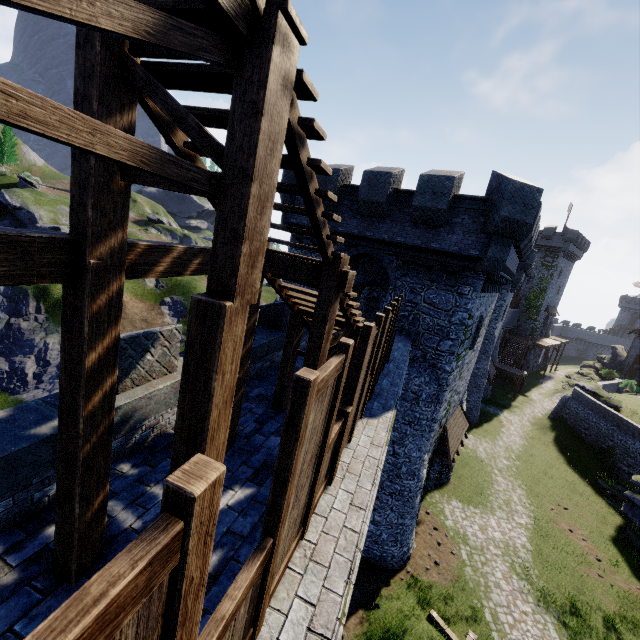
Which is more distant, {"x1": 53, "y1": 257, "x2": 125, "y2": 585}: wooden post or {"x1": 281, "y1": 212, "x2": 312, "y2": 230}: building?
{"x1": 281, "y1": 212, "x2": 312, "y2": 230}: building

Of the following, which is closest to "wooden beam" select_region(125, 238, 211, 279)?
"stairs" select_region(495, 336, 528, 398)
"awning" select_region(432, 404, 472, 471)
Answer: "awning" select_region(432, 404, 472, 471)

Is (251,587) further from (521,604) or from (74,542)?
(521,604)

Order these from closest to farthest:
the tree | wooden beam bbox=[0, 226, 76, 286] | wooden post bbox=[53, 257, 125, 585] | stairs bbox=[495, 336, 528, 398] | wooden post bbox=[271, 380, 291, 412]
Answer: wooden beam bbox=[0, 226, 76, 286], wooden post bbox=[53, 257, 125, 585], wooden post bbox=[271, 380, 291, 412], stairs bbox=[495, 336, 528, 398], the tree

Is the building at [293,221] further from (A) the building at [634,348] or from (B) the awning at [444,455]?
(A) the building at [634,348]

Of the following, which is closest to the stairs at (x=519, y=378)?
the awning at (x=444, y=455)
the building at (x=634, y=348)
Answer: the building at (x=634, y=348)

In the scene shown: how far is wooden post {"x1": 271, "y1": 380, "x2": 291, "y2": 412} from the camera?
7.6m

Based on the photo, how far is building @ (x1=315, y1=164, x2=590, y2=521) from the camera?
11.80m
